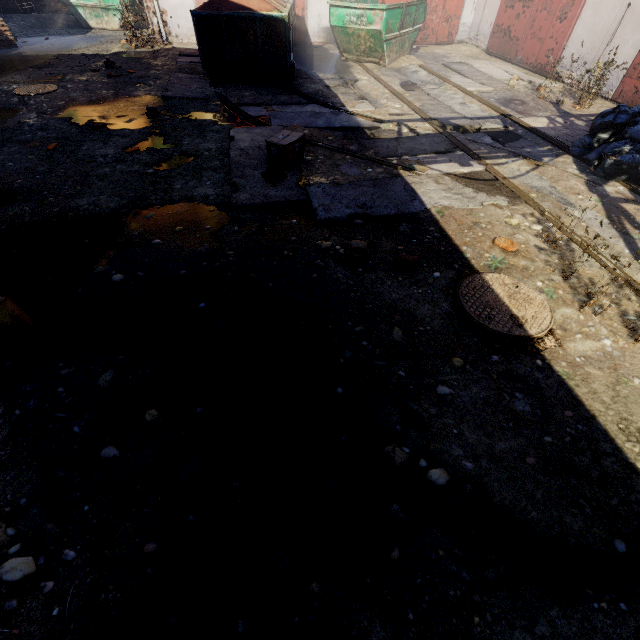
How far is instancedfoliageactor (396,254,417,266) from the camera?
3.5 meters

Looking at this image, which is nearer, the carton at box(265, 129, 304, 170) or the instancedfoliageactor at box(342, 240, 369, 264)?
the instancedfoliageactor at box(342, 240, 369, 264)

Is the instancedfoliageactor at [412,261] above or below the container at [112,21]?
below

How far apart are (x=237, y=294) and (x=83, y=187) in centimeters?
330cm

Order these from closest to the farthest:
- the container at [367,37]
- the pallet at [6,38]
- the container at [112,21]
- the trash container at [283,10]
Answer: the trash container at [283,10] < the container at [367,37] < the pallet at [6,38] < the container at [112,21]

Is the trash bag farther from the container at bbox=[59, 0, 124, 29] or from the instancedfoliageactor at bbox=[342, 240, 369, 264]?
the container at bbox=[59, 0, 124, 29]

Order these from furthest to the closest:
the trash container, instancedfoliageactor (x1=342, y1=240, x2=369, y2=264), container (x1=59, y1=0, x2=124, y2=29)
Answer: container (x1=59, y1=0, x2=124, y2=29) < the trash container < instancedfoliageactor (x1=342, y1=240, x2=369, y2=264)

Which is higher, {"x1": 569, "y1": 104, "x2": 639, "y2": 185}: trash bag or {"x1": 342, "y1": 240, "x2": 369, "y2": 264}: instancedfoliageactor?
{"x1": 569, "y1": 104, "x2": 639, "y2": 185}: trash bag
